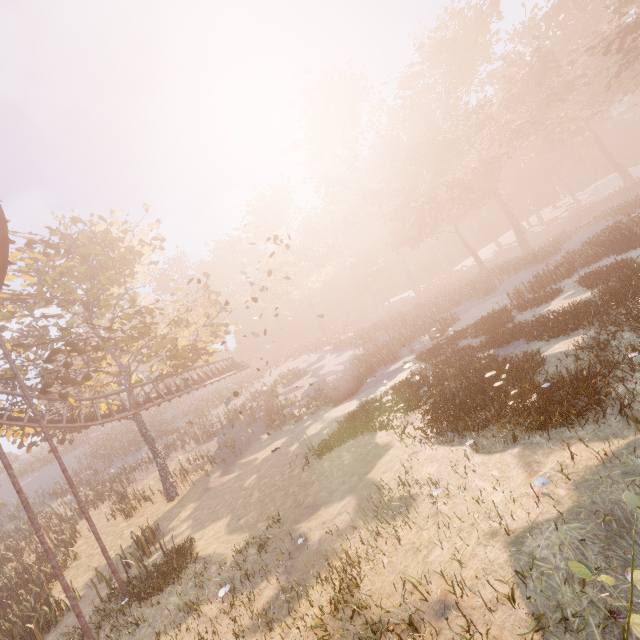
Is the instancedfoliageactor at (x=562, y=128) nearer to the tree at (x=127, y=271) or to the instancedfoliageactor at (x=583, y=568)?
the instancedfoliageactor at (x=583, y=568)

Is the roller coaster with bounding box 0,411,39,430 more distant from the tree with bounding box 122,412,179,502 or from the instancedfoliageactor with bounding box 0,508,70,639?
the instancedfoliageactor with bounding box 0,508,70,639

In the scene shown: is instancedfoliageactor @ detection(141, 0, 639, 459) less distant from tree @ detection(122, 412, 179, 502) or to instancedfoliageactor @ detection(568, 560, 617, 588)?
instancedfoliageactor @ detection(568, 560, 617, 588)

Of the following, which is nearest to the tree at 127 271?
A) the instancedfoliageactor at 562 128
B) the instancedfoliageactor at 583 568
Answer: the instancedfoliageactor at 562 128

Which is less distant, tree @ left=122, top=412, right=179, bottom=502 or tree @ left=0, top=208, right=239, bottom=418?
tree @ left=0, top=208, right=239, bottom=418

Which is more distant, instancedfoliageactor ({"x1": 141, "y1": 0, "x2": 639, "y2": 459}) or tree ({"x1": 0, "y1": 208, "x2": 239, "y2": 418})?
tree ({"x1": 0, "y1": 208, "x2": 239, "y2": 418})

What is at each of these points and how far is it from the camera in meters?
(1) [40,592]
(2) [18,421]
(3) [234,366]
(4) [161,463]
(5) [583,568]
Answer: (1) instancedfoliageactor, 14.6 m
(2) roller coaster, 18.4 m
(3) roller coaster, 34.3 m
(4) tree, 21.8 m
(5) instancedfoliageactor, 3.4 m

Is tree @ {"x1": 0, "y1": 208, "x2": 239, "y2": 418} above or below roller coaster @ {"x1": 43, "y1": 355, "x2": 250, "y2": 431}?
above
